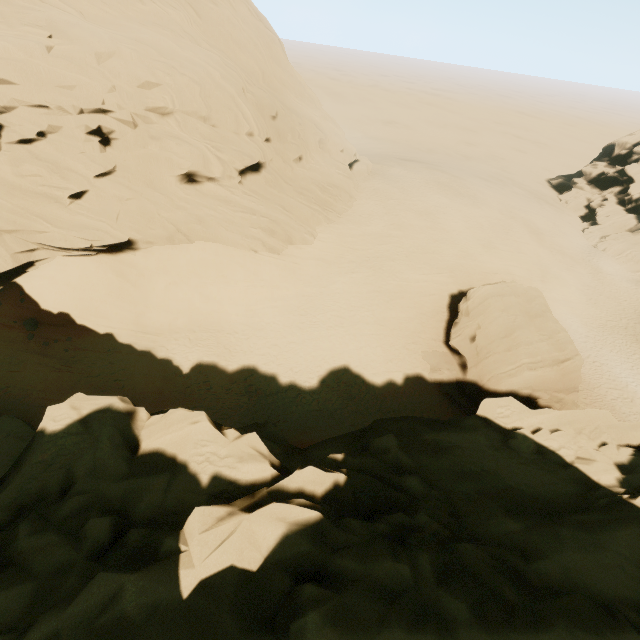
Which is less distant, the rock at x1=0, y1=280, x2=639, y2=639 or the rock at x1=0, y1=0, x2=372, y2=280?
the rock at x1=0, y1=280, x2=639, y2=639

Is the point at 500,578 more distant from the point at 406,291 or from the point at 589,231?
the point at 589,231

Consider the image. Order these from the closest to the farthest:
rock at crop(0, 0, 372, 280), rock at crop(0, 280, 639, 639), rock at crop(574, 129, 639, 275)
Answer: rock at crop(0, 280, 639, 639) < rock at crop(0, 0, 372, 280) < rock at crop(574, 129, 639, 275)

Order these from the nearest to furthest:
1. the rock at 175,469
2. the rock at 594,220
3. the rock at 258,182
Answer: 1. the rock at 175,469
2. the rock at 258,182
3. the rock at 594,220

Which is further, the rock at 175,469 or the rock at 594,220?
the rock at 594,220
